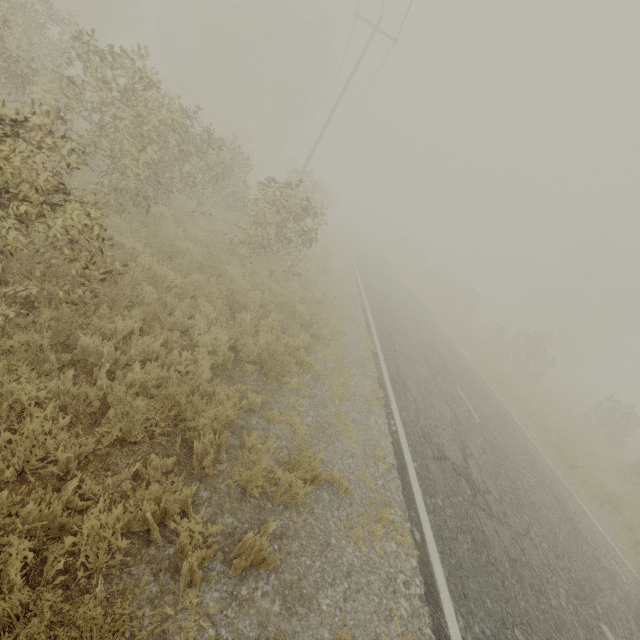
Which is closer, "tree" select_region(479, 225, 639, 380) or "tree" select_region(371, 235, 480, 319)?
"tree" select_region(479, 225, 639, 380)

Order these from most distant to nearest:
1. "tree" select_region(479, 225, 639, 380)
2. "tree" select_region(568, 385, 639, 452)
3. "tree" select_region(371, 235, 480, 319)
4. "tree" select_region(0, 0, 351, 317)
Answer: "tree" select_region(371, 235, 480, 319) → "tree" select_region(479, 225, 639, 380) → "tree" select_region(568, 385, 639, 452) → "tree" select_region(0, 0, 351, 317)

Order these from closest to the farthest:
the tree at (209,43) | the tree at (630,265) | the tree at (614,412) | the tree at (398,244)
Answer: the tree at (209,43), the tree at (614,412), the tree at (630,265), the tree at (398,244)

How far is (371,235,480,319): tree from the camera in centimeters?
3359cm

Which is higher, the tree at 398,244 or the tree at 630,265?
the tree at 630,265

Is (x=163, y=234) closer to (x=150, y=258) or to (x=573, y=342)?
(x=150, y=258)
